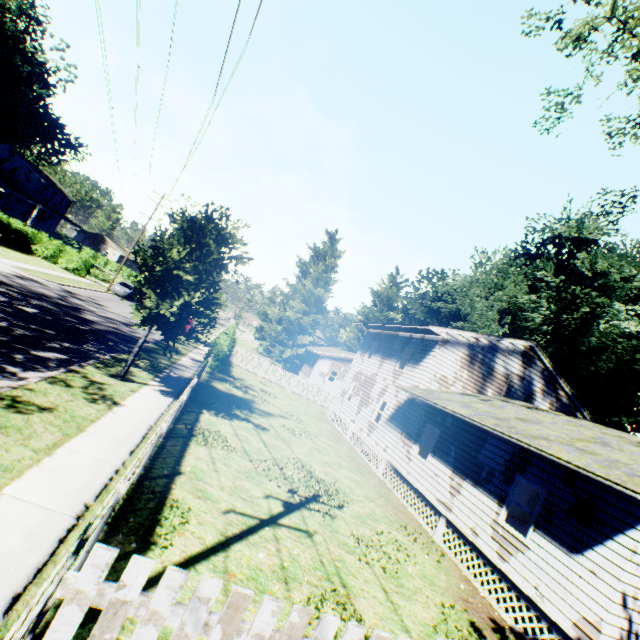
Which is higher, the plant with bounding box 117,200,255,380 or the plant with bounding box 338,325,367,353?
the plant with bounding box 338,325,367,353

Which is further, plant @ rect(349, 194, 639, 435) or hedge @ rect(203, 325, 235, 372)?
plant @ rect(349, 194, 639, 435)

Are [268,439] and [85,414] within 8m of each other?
yes

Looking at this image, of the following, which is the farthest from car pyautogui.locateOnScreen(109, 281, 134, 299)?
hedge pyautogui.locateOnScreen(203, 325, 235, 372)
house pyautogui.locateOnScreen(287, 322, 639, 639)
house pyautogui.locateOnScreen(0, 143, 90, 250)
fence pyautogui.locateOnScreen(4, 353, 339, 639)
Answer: fence pyautogui.locateOnScreen(4, 353, 339, 639)

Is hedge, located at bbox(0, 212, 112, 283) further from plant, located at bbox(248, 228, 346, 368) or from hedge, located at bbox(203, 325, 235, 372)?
hedge, located at bbox(203, 325, 235, 372)

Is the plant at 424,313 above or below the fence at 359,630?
above

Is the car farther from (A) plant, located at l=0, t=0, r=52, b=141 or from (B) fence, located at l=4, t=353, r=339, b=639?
(B) fence, located at l=4, t=353, r=339, b=639

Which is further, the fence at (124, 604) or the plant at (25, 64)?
the plant at (25, 64)
